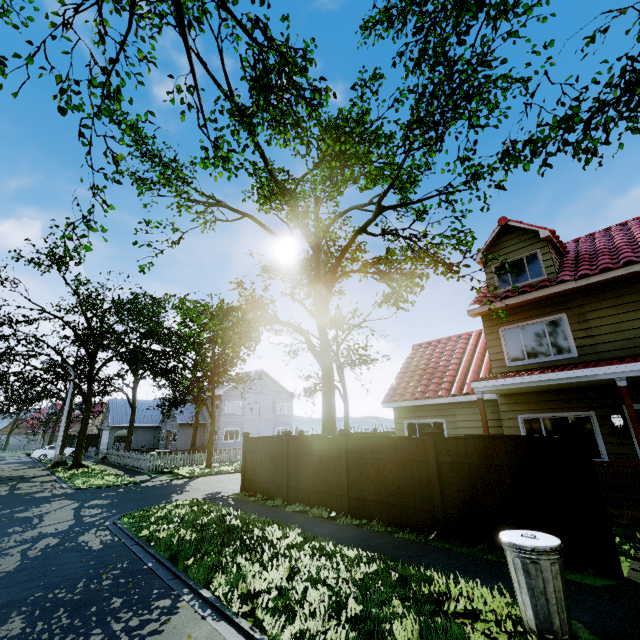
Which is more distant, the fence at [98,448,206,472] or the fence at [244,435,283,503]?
the fence at [98,448,206,472]

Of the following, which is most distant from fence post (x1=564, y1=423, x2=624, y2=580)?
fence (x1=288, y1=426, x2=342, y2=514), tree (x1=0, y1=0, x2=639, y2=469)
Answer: tree (x1=0, y1=0, x2=639, y2=469)

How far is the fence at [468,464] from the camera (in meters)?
5.37

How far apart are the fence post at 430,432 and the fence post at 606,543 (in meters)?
2.50

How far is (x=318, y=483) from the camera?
9.9 meters

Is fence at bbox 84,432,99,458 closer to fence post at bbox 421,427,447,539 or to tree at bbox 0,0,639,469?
tree at bbox 0,0,639,469

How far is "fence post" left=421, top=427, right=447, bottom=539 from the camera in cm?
689

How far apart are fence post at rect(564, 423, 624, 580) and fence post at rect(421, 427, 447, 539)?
2.5 meters
